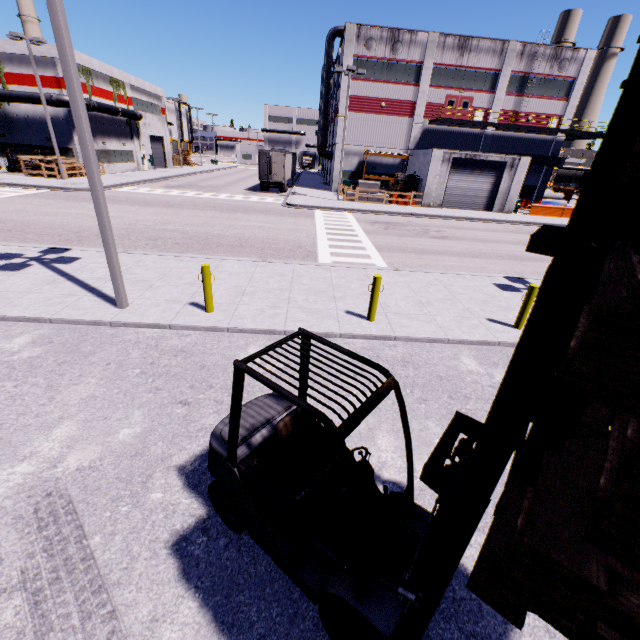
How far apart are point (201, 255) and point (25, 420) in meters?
8.1

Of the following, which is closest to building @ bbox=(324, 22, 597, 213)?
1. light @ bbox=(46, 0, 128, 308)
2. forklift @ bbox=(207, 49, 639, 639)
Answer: forklift @ bbox=(207, 49, 639, 639)

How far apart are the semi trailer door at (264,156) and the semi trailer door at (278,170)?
0.49m

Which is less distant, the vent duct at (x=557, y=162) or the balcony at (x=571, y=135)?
the balcony at (x=571, y=135)

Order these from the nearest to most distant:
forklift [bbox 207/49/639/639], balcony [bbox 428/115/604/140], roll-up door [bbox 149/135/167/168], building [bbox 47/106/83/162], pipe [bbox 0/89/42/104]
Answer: forklift [bbox 207/49/639/639]
pipe [bbox 0/89/42/104]
balcony [bbox 428/115/604/140]
building [bbox 47/106/83/162]
roll-up door [bbox 149/135/167/168]

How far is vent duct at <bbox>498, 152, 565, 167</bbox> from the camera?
34.7m

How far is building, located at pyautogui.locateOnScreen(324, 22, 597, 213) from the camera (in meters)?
30.48

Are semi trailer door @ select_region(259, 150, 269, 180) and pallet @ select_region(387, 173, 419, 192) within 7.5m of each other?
no
